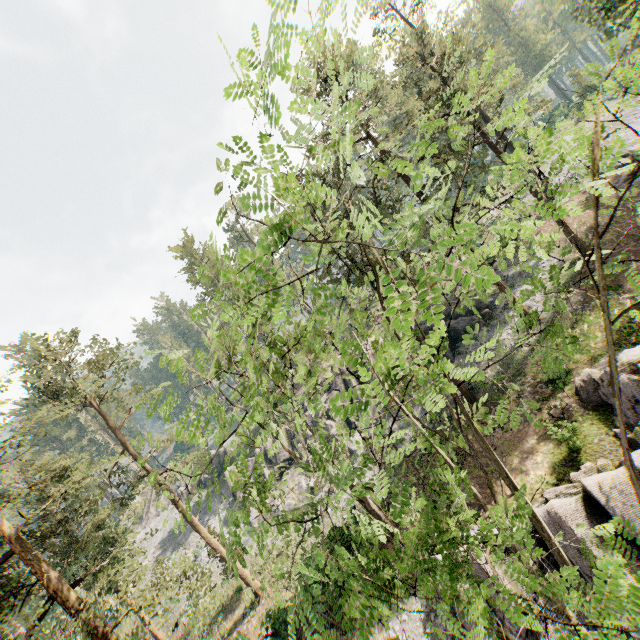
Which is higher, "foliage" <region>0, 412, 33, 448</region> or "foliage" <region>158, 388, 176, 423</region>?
"foliage" <region>0, 412, 33, 448</region>

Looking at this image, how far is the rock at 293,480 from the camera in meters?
31.8

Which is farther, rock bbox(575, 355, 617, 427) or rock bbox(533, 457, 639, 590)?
rock bbox(575, 355, 617, 427)

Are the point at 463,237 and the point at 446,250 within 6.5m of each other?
yes

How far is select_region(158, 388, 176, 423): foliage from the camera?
5.8 meters

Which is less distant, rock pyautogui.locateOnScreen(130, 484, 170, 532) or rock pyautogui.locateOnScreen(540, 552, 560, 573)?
rock pyautogui.locateOnScreen(540, 552, 560, 573)

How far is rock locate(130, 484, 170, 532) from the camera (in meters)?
52.02

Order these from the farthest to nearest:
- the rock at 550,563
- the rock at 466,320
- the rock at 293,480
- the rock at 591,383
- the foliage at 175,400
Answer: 1. the rock at 293,480
2. the rock at 466,320
3. the rock at 591,383
4. the rock at 550,563
5. the foliage at 175,400
